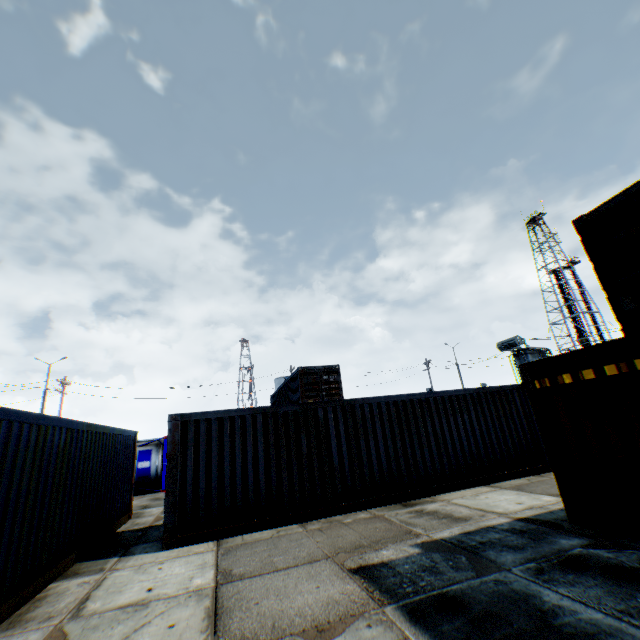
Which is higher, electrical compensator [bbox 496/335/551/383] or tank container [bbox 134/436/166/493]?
electrical compensator [bbox 496/335/551/383]

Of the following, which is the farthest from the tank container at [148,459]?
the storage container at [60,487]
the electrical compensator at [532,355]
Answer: the electrical compensator at [532,355]

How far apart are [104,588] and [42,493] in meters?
2.0 m

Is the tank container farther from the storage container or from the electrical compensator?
the electrical compensator

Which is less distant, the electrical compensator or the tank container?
the tank container

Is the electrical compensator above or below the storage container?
above

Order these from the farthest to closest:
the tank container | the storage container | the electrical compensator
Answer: the electrical compensator, the tank container, the storage container
